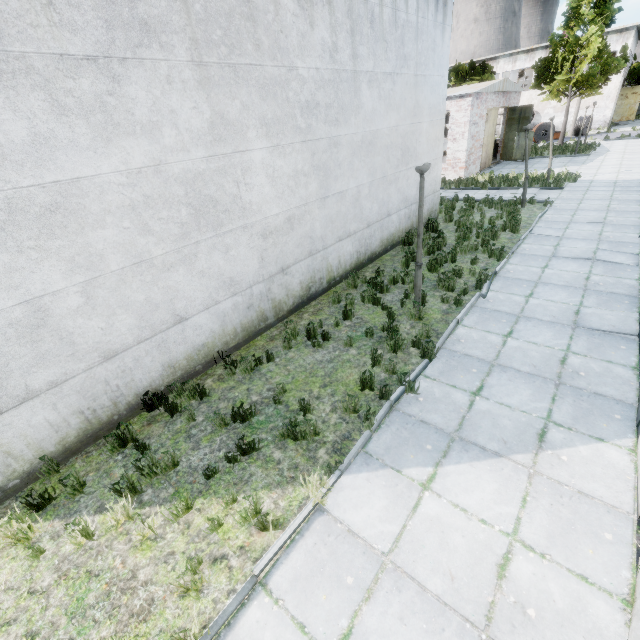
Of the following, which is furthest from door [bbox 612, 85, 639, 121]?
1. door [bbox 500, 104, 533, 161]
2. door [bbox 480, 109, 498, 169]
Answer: door [bbox 480, 109, 498, 169]

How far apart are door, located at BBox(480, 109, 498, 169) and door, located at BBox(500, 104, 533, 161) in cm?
198

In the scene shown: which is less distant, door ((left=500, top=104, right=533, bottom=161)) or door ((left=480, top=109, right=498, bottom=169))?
door ((left=480, top=109, right=498, bottom=169))

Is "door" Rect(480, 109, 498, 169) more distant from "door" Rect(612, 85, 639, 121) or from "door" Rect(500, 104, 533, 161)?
"door" Rect(612, 85, 639, 121)

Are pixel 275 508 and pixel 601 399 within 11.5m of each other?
yes

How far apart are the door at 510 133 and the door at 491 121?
1.98m

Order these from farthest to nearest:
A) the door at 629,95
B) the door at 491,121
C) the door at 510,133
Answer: the door at 629,95 < the door at 510,133 < the door at 491,121
